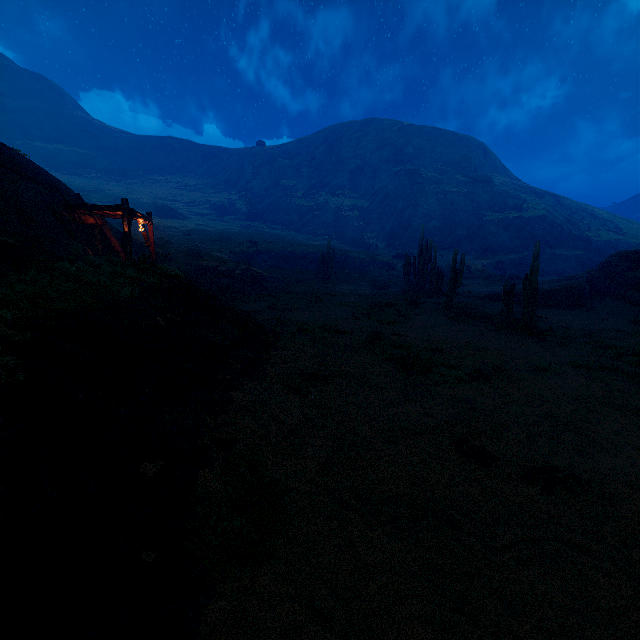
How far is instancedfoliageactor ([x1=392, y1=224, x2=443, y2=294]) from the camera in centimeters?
2478cm

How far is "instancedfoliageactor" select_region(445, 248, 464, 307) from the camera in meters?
18.8 m

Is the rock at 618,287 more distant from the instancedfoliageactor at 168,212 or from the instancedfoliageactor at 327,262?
the instancedfoliageactor at 168,212

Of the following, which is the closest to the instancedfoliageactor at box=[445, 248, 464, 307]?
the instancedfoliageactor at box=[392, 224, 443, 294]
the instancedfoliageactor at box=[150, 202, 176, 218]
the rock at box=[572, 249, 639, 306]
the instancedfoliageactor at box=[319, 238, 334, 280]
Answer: the instancedfoliageactor at box=[392, 224, 443, 294]

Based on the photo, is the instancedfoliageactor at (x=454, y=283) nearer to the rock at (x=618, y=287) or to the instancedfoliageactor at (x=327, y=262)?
the rock at (x=618, y=287)

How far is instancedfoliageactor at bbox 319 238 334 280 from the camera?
31.84m

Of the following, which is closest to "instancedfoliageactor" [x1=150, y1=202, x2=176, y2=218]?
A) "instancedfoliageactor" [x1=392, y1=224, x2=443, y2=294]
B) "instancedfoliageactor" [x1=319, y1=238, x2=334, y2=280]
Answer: "instancedfoliageactor" [x1=319, y1=238, x2=334, y2=280]

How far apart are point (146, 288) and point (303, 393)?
4.35m
